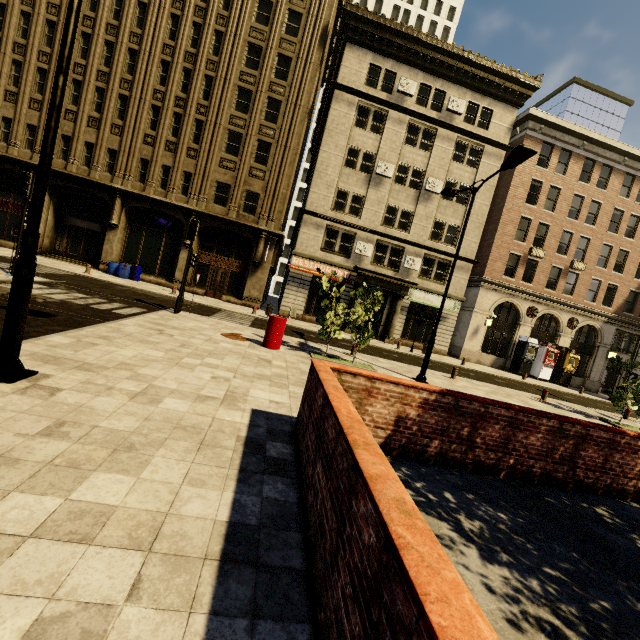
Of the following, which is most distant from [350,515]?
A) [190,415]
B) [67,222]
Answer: [67,222]

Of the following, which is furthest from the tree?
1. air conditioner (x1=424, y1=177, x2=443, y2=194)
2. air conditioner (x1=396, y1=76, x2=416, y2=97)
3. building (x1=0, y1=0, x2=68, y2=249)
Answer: air conditioner (x1=396, y1=76, x2=416, y2=97)

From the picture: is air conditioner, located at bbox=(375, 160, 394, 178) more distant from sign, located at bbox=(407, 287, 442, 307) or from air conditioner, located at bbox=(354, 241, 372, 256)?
sign, located at bbox=(407, 287, 442, 307)

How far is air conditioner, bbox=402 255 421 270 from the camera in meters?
24.5

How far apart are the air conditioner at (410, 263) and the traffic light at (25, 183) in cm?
2131

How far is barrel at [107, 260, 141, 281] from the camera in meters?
21.3

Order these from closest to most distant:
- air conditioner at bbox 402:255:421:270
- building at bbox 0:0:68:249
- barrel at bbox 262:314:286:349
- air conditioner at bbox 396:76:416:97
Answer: barrel at bbox 262:314:286:349
building at bbox 0:0:68:249
air conditioner at bbox 396:76:416:97
air conditioner at bbox 402:255:421:270

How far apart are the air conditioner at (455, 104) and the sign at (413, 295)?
13.25m
